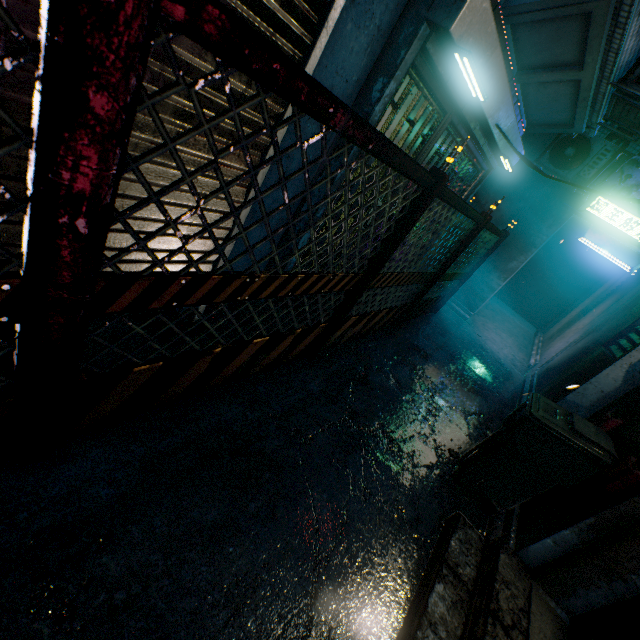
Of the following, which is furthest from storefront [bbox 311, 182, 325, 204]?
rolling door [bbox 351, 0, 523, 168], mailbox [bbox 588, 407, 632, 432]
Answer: mailbox [bbox 588, 407, 632, 432]

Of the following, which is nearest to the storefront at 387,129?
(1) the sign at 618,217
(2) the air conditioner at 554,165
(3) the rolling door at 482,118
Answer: (3) the rolling door at 482,118

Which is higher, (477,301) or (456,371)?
(477,301)

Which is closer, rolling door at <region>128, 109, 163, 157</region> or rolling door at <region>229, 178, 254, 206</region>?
rolling door at <region>128, 109, 163, 157</region>

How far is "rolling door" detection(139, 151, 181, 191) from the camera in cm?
155

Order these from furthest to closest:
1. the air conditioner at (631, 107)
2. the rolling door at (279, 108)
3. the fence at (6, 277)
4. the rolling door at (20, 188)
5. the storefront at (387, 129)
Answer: the air conditioner at (631, 107), the storefront at (387, 129), the rolling door at (279, 108), the rolling door at (20, 188), the fence at (6, 277)

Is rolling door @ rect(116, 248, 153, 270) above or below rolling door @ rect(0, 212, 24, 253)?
below
